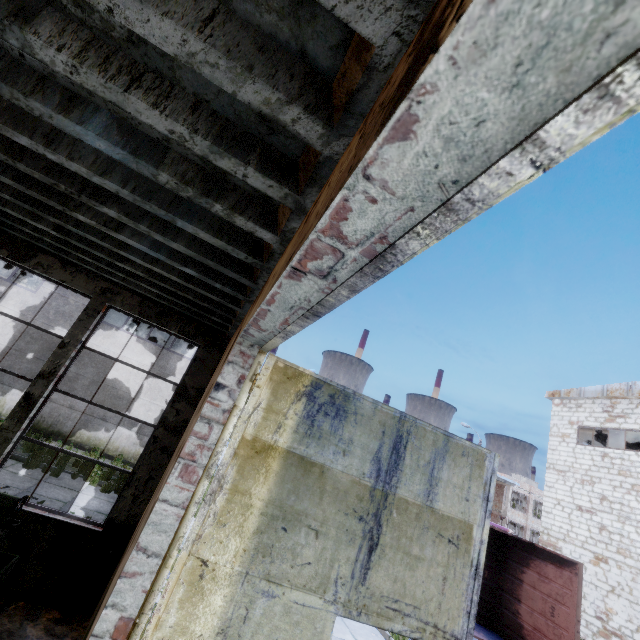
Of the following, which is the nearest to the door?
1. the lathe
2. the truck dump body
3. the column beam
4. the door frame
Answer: the door frame

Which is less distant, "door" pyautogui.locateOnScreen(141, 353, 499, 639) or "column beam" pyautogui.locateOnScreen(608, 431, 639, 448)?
"door" pyautogui.locateOnScreen(141, 353, 499, 639)

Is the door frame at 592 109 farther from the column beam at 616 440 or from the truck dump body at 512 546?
the column beam at 616 440

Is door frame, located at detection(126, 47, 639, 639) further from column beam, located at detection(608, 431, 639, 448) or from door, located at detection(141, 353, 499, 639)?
column beam, located at detection(608, 431, 639, 448)

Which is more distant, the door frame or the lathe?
the lathe

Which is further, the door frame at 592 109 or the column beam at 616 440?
the column beam at 616 440

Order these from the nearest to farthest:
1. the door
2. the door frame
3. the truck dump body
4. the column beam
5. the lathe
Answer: the door frame → the door → the lathe → the truck dump body → the column beam

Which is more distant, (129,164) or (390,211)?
(129,164)
